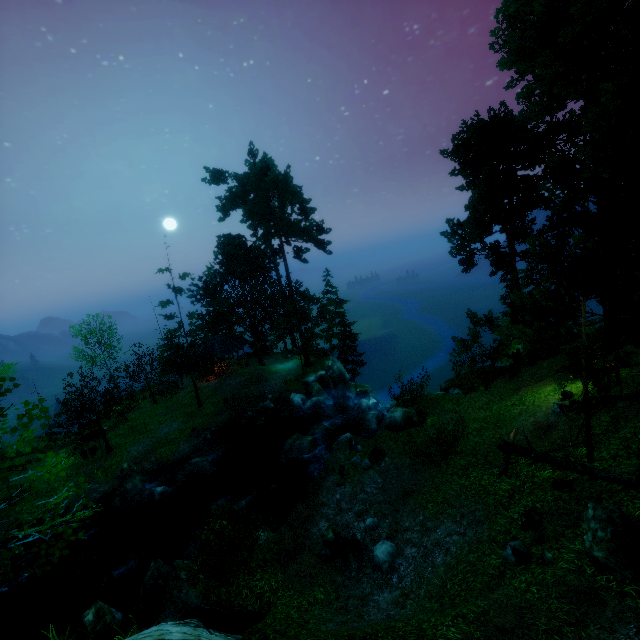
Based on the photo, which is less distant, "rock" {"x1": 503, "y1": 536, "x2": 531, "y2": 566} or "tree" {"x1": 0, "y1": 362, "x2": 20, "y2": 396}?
"tree" {"x1": 0, "y1": 362, "x2": 20, "y2": 396}

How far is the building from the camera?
36.7m

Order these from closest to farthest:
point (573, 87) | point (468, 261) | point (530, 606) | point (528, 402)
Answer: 1. point (530, 606)
2. point (573, 87)
3. point (528, 402)
4. point (468, 261)

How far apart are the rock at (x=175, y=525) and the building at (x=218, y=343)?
17.7 meters

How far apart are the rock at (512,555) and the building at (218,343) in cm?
3138

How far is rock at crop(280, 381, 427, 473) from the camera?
18.9m

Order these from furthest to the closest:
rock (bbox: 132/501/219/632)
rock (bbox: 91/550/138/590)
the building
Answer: the building < rock (bbox: 91/550/138/590) < rock (bbox: 132/501/219/632)
